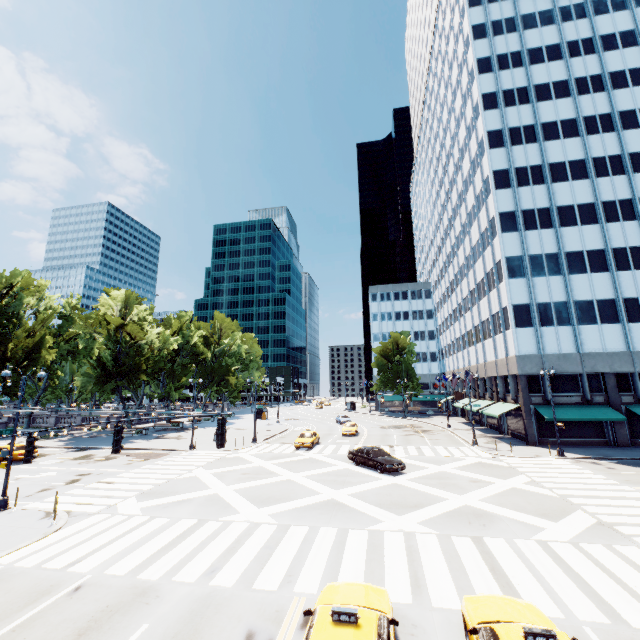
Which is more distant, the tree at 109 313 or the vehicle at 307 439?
the tree at 109 313

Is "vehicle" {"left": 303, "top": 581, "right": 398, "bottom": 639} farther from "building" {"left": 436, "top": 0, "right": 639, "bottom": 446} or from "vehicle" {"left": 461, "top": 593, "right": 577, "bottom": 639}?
"building" {"left": 436, "top": 0, "right": 639, "bottom": 446}

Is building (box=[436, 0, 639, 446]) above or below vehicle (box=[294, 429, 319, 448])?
above

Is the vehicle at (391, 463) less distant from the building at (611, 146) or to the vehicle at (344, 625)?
the vehicle at (344, 625)

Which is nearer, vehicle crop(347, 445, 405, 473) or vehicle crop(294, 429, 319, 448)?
vehicle crop(347, 445, 405, 473)

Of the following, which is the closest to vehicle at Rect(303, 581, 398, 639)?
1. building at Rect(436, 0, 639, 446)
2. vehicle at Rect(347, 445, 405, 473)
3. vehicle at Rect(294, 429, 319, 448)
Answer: vehicle at Rect(347, 445, 405, 473)

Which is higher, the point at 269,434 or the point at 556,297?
the point at 556,297

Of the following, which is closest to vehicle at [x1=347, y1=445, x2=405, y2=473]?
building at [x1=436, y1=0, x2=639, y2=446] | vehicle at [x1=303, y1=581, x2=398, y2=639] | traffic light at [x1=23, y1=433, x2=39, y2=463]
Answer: vehicle at [x1=303, y1=581, x2=398, y2=639]
